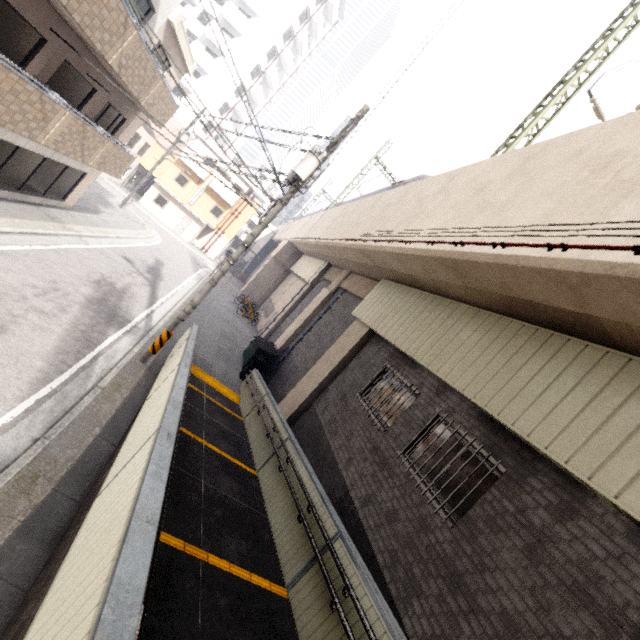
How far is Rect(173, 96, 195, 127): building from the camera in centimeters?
3857cm

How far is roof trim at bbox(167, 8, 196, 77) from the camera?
11.51m

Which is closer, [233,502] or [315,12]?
[233,502]

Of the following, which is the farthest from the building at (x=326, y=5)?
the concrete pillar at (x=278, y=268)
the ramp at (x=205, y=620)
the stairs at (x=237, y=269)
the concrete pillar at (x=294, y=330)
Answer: the ramp at (x=205, y=620)

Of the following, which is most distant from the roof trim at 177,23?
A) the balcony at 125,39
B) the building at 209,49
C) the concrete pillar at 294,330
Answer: the building at 209,49

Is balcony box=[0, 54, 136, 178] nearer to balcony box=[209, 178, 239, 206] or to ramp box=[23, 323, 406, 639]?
ramp box=[23, 323, 406, 639]

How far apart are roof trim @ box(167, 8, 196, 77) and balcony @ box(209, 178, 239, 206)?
18.02m

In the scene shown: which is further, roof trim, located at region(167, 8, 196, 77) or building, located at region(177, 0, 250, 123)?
building, located at region(177, 0, 250, 123)
